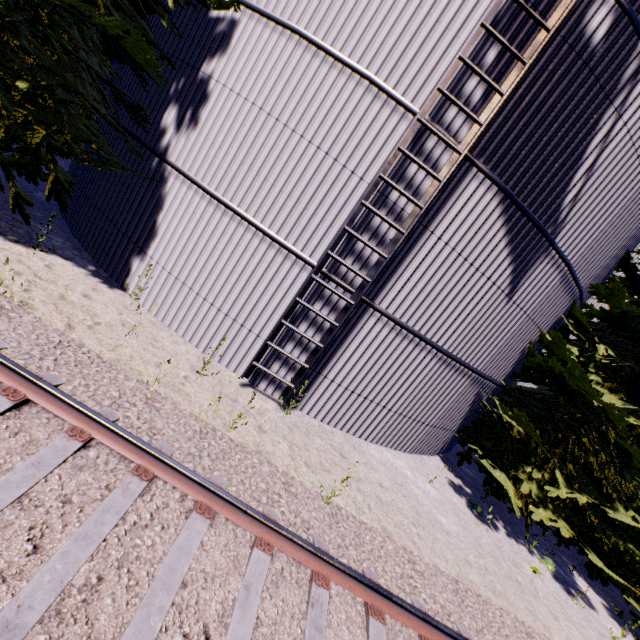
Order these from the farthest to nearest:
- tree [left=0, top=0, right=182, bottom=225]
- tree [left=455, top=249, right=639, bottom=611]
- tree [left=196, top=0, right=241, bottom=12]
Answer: tree [left=455, top=249, right=639, bottom=611] < tree [left=196, top=0, right=241, bottom=12] < tree [left=0, top=0, right=182, bottom=225]

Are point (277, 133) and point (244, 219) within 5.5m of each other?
yes

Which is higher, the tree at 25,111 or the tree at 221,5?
the tree at 221,5

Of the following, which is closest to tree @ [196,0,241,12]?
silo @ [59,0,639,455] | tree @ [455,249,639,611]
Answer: silo @ [59,0,639,455]

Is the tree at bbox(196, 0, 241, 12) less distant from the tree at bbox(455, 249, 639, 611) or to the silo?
the silo

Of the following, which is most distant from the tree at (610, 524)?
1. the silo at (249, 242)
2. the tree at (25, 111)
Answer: the tree at (25, 111)
